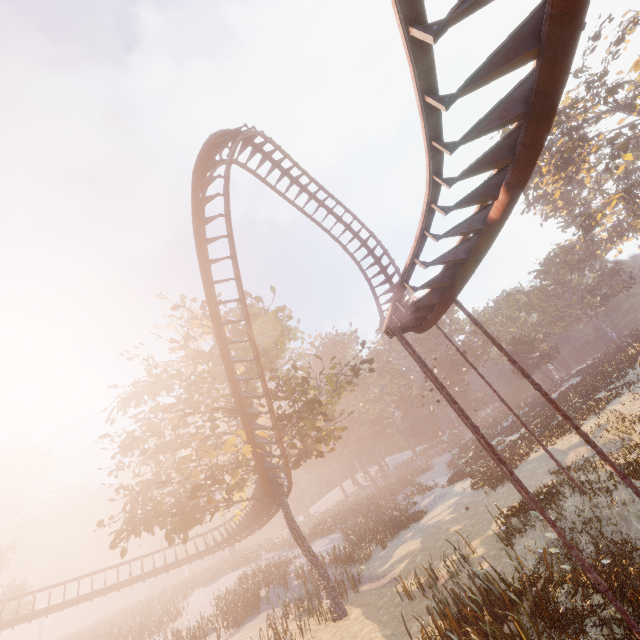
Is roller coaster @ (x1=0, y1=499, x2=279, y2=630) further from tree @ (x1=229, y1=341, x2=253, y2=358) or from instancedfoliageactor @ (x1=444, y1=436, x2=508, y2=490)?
instancedfoliageactor @ (x1=444, y1=436, x2=508, y2=490)

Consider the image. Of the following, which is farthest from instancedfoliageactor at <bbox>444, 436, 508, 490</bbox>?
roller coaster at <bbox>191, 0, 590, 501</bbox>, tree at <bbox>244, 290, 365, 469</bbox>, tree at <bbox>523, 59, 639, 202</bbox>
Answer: tree at <bbox>523, 59, 639, 202</bbox>

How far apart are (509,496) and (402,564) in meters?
7.6

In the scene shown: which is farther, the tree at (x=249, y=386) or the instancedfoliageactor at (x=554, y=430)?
the instancedfoliageactor at (x=554, y=430)

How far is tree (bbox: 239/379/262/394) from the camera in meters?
15.7 m

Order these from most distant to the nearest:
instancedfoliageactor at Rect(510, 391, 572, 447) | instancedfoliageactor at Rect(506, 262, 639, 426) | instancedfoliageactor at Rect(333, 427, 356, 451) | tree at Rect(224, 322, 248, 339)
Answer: instancedfoliageactor at Rect(333, 427, 356, 451) → instancedfoliageactor at Rect(506, 262, 639, 426) → instancedfoliageactor at Rect(510, 391, 572, 447) → tree at Rect(224, 322, 248, 339)

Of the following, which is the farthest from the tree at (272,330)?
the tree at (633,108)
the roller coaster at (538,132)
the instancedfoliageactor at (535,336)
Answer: the tree at (633,108)

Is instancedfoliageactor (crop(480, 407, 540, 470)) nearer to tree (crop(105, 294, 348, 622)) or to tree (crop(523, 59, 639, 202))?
tree (crop(105, 294, 348, 622))
